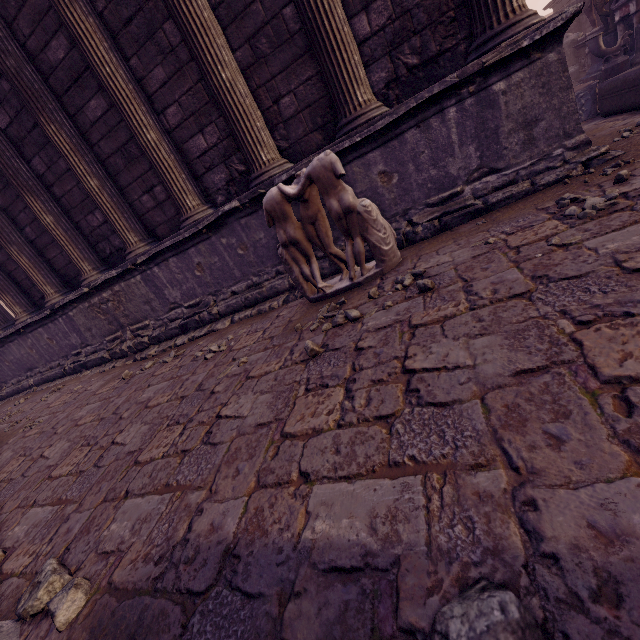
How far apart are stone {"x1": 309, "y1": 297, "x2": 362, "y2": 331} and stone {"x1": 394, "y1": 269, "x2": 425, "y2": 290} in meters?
0.3

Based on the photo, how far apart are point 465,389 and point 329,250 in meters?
2.5 m

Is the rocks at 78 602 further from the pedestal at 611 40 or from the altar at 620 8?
the pedestal at 611 40

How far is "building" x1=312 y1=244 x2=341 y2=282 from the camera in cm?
434

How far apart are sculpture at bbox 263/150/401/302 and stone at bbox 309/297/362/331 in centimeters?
24cm

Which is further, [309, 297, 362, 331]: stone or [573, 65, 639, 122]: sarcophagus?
[573, 65, 639, 122]: sarcophagus

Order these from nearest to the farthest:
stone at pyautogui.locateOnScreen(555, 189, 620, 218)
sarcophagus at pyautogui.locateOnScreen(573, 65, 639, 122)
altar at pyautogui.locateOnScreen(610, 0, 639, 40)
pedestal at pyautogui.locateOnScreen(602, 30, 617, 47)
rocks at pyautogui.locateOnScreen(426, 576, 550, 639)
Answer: rocks at pyautogui.locateOnScreen(426, 576, 550, 639), stone at pyautogui.locateOnScreen(555, 189, 620, 218), sarcophagus at pyautogui.locateOnScreen(573, 65, 639, 122), altar at pyautogui.locateOnScreen(610, 0, 639, 40), pedestal at pyautogui.locateOnScreen(602, 30, 617, 47)

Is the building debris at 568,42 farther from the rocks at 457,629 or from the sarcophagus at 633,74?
the rocks at 457,629
